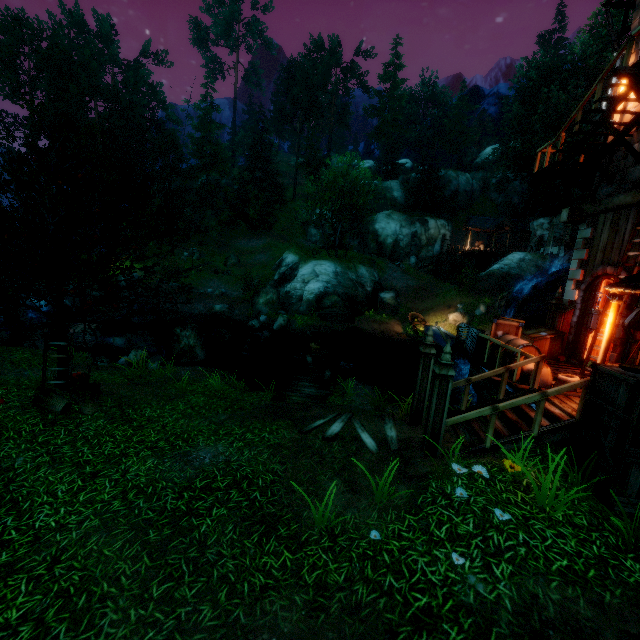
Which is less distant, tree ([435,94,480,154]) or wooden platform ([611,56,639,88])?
wooden platform ([611,56,639,88])

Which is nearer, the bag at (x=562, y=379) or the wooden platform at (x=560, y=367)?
the bag at (x=562, y=379)

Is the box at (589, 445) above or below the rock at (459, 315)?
above

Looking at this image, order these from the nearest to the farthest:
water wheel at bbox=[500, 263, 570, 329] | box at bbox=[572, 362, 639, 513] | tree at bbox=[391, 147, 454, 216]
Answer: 1. box at bbox=[572, 362, 639, 513]
2. water wheel at bbox=[500, 263, 570, 329]
3. tree at bbox=[391, 147, 454, 216]

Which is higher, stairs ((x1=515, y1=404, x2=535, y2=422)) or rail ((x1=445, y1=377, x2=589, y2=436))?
rail ((x1=445, y1=377, x2=589, y2=436))

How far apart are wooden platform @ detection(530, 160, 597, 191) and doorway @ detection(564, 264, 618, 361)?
3.42m

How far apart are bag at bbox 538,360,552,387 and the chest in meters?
0.0 m

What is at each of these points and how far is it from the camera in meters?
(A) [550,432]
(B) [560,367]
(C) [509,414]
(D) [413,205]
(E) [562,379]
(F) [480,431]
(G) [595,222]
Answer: (A) stairs, 6.3 m
(B) wooden platform, 10.8 m
(C) stairs, 7.3 m
(D) tree, 45.8 m
(E) bag, 7.9 m
(F) stairs, 7.1 m
(G) tower, 11.2 m
